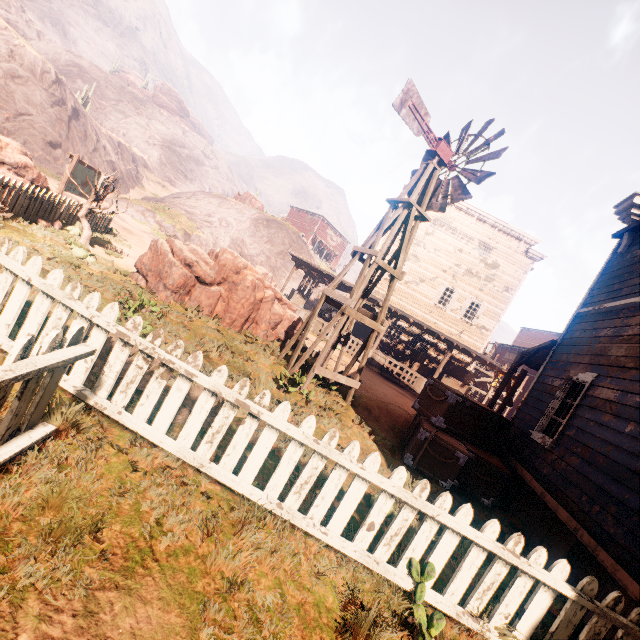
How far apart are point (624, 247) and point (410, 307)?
15.4m

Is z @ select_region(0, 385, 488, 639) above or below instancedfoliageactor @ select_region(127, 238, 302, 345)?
below

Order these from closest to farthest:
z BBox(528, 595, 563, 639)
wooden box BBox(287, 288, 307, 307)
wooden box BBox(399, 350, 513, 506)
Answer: z BBox(528, 595, 563, 639)
wooden box BBox(399, 350, 513, 506)
wooden box BBox(287, 288, 307, 307)

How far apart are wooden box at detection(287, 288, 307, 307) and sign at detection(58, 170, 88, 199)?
11.4 meters

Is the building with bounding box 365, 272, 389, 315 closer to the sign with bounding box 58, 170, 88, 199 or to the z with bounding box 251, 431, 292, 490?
the z with bounding box 251, 431, 292, 490

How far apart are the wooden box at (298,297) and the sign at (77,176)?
11.4 meters
